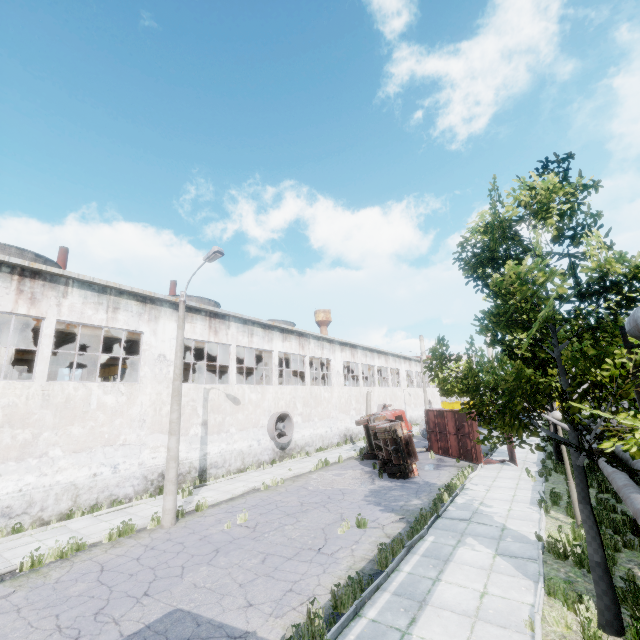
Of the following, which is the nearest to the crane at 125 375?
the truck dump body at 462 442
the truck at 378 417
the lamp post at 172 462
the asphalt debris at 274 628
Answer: the lamp post at 172 462

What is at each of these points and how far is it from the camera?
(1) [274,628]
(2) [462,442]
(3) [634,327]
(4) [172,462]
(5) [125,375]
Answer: (1) asphalt debris, 6.0m
(2) truck dump body, 20.6m
(3) pipe, 4.9m
(4) lamp post, 12.0m
(5) crane, 23.2m

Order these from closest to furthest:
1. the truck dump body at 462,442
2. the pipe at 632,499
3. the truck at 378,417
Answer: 1. the pipe at 632,499
2. the truck at 378,417
3. the truck dump body at 462,442

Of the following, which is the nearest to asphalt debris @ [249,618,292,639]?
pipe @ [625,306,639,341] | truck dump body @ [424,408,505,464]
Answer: pipe @ [625,306,639,341]

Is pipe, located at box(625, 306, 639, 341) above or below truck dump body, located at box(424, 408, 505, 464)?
above

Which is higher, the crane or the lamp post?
the crane

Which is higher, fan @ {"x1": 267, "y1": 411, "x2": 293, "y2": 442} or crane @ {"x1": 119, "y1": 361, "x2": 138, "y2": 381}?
crane @ {"x1": 119, "y1": 361, "x2": 138, "y2": 381}

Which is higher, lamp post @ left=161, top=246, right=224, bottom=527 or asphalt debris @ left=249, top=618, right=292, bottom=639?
lamp post @ left=161, top=246, right=224, bottom=527
